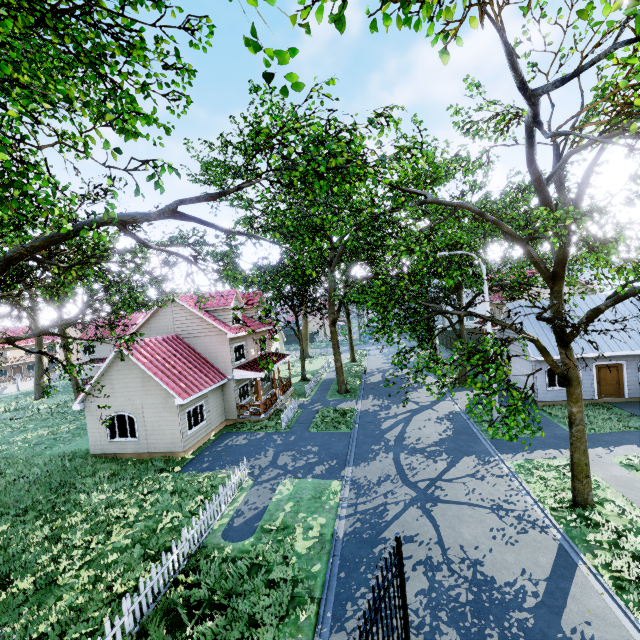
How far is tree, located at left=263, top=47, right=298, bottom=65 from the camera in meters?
2.9

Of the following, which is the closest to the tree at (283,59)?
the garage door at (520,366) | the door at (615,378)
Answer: the garage door at (520,366)

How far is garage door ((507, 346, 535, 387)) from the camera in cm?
2080

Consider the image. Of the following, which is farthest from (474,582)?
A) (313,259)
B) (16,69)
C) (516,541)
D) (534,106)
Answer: (313,259)

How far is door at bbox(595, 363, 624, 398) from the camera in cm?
1927

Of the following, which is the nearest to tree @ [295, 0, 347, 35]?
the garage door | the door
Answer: the garage door

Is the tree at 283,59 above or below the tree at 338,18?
below
